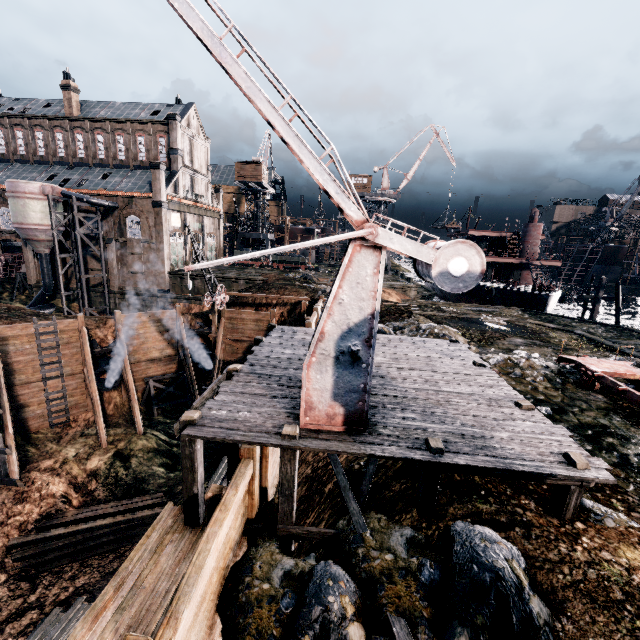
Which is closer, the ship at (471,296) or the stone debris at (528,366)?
the stone debris at (528,366)

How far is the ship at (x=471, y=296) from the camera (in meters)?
36.12

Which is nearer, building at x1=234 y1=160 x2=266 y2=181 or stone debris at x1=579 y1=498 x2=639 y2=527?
stone debris at x1=579 y1=498 x2=639 y2=527

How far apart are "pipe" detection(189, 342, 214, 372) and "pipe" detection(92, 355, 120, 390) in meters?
5.8 m

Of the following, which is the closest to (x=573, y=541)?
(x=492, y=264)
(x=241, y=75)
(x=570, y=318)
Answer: (x=241, y=75)

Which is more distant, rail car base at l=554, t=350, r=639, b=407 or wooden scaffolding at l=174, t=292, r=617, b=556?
rail car base at l=554, t=350, r=639, b=407

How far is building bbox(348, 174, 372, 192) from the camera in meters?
57.6

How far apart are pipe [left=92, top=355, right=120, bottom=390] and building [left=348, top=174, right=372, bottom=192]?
46.64m
